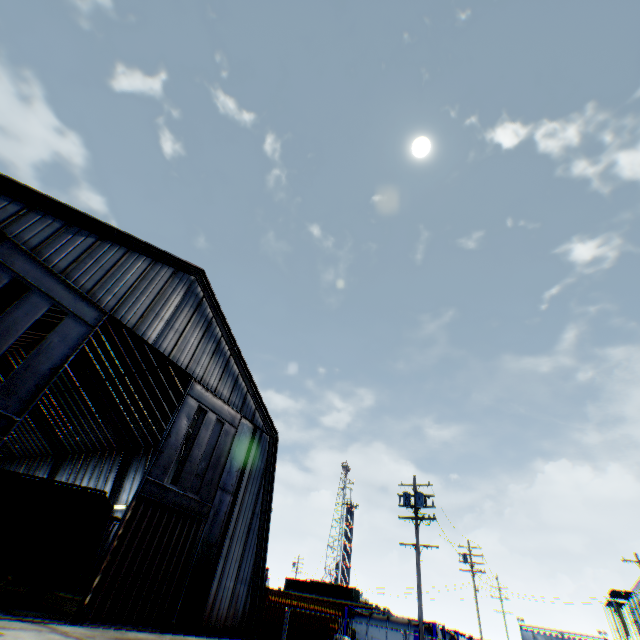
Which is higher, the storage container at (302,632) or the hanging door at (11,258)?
the hanging door at (11,258)

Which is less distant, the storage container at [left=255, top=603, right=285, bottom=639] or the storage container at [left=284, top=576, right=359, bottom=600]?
the storage container at [left=255, top=603, right=285, bottom=639]

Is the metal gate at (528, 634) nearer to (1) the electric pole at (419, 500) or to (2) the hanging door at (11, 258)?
(1) the electric pole at (419, 500)

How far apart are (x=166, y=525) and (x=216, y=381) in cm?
778

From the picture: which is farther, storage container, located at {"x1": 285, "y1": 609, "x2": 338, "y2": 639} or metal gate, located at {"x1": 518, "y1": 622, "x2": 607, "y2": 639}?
metal gate, located at {"x1": 518, "y1": 622, "x2": 607, "y2": 639}

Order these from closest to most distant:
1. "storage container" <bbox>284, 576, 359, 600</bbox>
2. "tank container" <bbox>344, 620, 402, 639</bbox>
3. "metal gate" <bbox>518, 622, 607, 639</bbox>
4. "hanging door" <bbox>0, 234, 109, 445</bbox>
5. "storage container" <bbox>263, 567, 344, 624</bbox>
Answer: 1. "hanging door" <bbox>0, 234, 109, 445</bbox>
2. "storage container" <bbox>263, 567, 344, 624</bbox>
3. "tank container" <bbox>344, 620, 402, 639</bbox>
4. "storage container" <bbox>284, 576, 359, 600</bbox>
5. "metal gate" <bbox>518, 622, 607, 639</bbox>

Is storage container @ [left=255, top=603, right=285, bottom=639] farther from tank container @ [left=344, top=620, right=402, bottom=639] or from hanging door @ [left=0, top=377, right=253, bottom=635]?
hanging door @ [left=0, top=377, right=253, bottom=635]

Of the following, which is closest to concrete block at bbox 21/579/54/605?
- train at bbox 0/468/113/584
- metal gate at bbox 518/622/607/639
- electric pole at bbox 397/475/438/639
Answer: train at bbox 0/468/113/584
